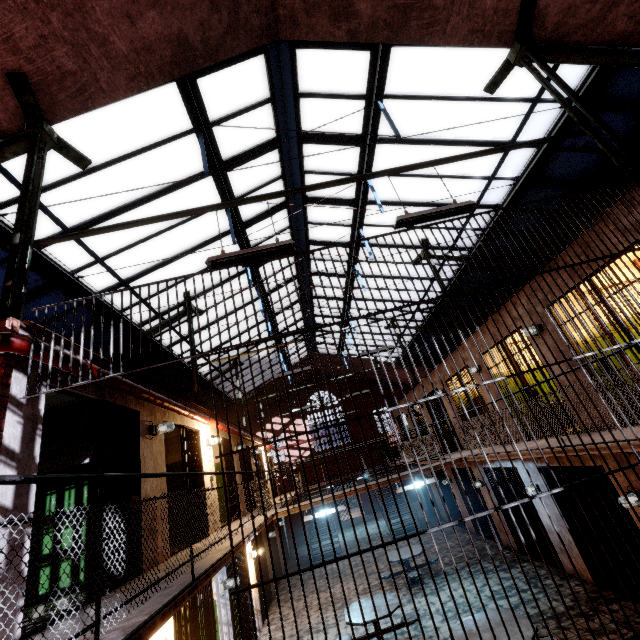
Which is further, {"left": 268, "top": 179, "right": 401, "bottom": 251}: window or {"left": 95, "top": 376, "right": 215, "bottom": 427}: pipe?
{"left": 268, "top": 179, "right": 401, "bottom": 251}: window

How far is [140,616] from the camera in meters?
2.6

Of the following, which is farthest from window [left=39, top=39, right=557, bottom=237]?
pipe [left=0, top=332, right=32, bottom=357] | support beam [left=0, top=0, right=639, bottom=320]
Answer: pipe [left=0, top=332, right=32, bottom=357]

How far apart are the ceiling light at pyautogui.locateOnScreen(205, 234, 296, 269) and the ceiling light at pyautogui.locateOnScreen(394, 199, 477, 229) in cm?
142

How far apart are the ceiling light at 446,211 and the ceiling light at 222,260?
1.4 meters

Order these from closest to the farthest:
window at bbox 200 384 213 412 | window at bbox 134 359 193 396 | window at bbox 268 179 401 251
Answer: window at bbox 268 179 401 251
window at bbox 134 359 193 396
window at bbox 200 384 213 412

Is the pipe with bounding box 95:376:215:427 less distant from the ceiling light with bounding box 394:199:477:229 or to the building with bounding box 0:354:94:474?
the building with bounding box 0:354:94:474

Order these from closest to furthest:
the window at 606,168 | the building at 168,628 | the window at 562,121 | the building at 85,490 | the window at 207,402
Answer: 1. the building at 85,490
2. the building at 168,628
3. the window at 562,121
4. the window at 606,168
5. the window at 207,402
